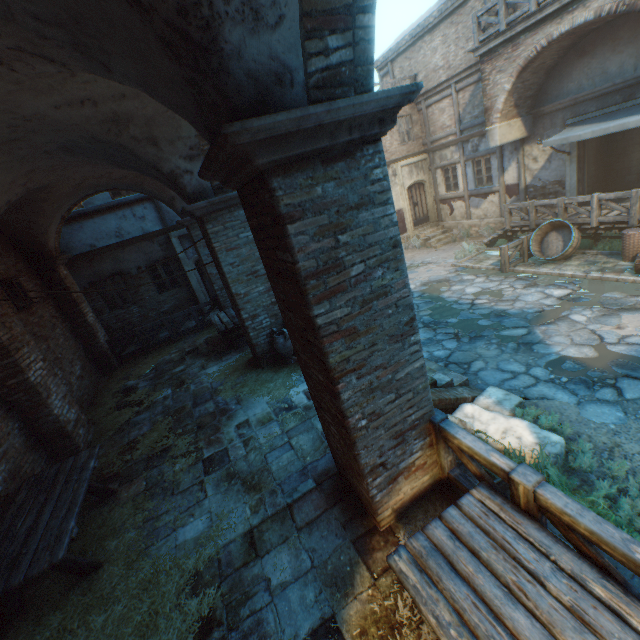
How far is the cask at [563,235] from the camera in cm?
1062

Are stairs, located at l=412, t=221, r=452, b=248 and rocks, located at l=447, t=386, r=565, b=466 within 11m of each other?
no

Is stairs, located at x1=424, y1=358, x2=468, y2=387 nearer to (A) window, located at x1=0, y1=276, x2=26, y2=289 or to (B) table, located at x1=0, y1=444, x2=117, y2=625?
(B) table, located at x1=0, y1=444, x2=117, y2=625

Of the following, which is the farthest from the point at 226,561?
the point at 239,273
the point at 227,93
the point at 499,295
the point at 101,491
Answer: the point at 499,295

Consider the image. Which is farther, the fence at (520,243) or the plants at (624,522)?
the fence at (520,243)

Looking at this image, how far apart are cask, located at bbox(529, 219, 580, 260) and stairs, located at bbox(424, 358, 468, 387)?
Answer: 6.81m

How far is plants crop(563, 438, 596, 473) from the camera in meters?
4.4

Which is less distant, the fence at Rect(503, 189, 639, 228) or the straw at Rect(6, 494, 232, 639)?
the straw at Rect(6, 494, 232, 639)
